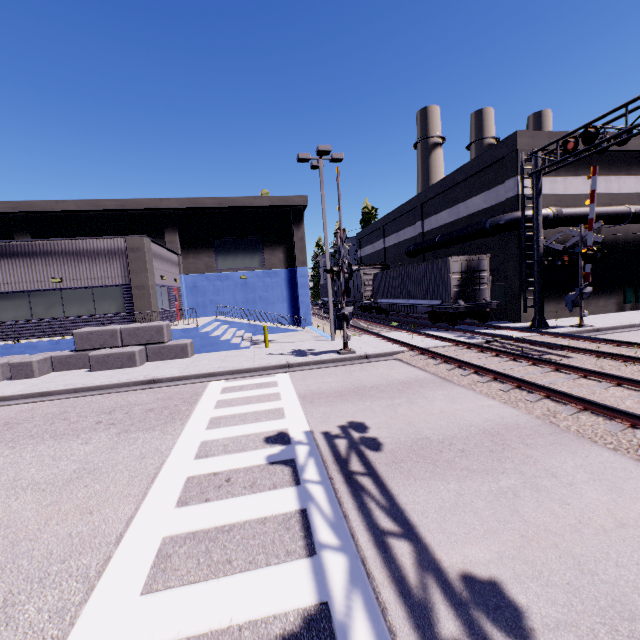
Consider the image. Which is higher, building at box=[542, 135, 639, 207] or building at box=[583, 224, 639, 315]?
building at box=[542, 135, 639, 207]

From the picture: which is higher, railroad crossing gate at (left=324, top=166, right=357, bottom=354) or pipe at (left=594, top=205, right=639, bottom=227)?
pipe at (left=594, top=205, right=639, bottom=227)

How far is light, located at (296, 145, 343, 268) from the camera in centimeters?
1602cm

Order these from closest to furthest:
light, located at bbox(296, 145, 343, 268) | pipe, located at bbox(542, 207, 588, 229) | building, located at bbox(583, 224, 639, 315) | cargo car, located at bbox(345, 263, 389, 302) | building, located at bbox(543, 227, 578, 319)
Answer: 1. light, located at bbox(296, 145, 343, 268)
2. pipe, located at bbox(542, 207, 588, 229)
3. building, located at bbox(543, 227, 578, 319)
4. building, located at bbox(583, 224, 639, 315)
5. cargo car, located at bbox(345, 263, 389, 302)

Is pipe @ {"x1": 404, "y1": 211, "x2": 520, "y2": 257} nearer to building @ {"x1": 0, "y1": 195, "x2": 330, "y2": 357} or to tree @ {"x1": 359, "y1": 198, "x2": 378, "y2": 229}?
building @ {"x1": 0, "y1": 195, "x2": 330, "y2": 357}

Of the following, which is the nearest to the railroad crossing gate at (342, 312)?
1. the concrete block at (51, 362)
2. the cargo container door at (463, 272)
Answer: the concrete block at (51, 362)

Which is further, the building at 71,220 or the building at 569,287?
the building at 569,287

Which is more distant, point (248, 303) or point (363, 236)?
point (363, 236)
